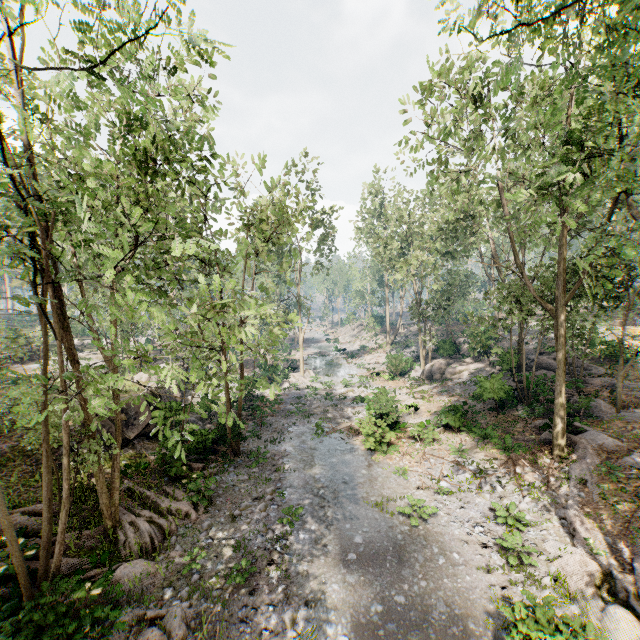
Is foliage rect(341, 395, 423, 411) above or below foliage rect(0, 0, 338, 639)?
below

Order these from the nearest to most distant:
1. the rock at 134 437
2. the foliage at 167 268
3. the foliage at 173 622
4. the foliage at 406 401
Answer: the foliage at 167 268
the foliage at 173 622
the rock at 134 437
the foliage at 406 401

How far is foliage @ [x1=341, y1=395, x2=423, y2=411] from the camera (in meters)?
20.55

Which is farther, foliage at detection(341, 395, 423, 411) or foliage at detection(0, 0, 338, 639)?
foliage at detection(341, 395, 423, 411)

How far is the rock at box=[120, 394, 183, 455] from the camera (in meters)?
16.65

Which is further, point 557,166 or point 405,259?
point 405,259

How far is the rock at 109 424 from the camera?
17.0 meters
